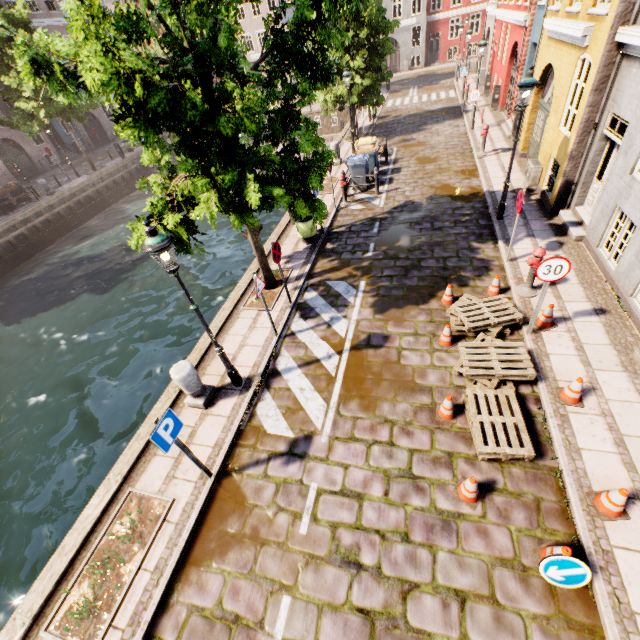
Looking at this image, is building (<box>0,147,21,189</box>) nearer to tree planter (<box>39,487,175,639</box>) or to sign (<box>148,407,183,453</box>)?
tree planter (<box>39,487,175,639</box>)

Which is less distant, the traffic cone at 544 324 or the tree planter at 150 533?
the tree planter at 150 533

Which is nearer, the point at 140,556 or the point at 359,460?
the point at 140,556

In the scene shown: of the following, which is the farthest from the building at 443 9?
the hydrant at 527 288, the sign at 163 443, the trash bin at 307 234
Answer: the hydrant at 527 288

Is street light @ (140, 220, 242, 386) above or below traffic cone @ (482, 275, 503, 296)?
above

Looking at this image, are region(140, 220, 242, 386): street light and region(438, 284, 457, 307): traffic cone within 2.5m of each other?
no

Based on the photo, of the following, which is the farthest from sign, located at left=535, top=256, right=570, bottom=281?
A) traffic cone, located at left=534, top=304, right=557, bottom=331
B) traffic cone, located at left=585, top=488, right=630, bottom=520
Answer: traffic cone, located at left=585, top=488, right=630, bottom=520

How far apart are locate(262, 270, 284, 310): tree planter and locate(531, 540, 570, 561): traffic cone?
7.2m
